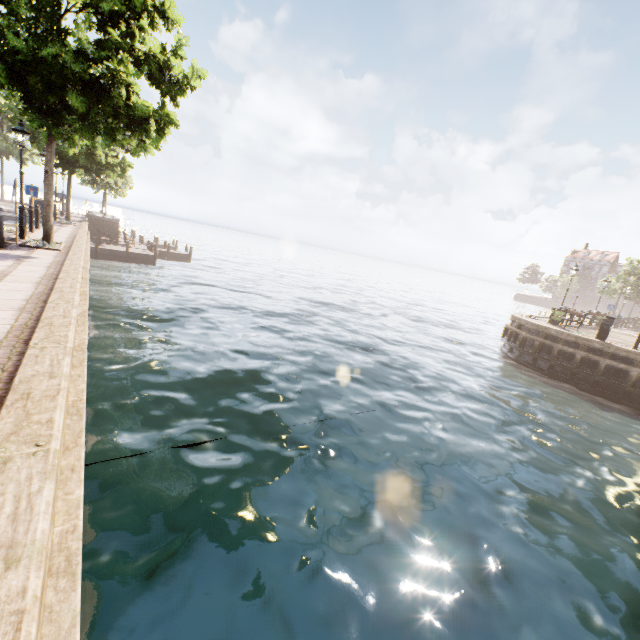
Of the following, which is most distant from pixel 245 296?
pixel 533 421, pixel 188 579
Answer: pixel 188 579

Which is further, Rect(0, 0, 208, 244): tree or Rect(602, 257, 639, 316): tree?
Rect(602, 257, 639, 316): tree

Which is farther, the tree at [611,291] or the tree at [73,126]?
the tree at [611,291]
